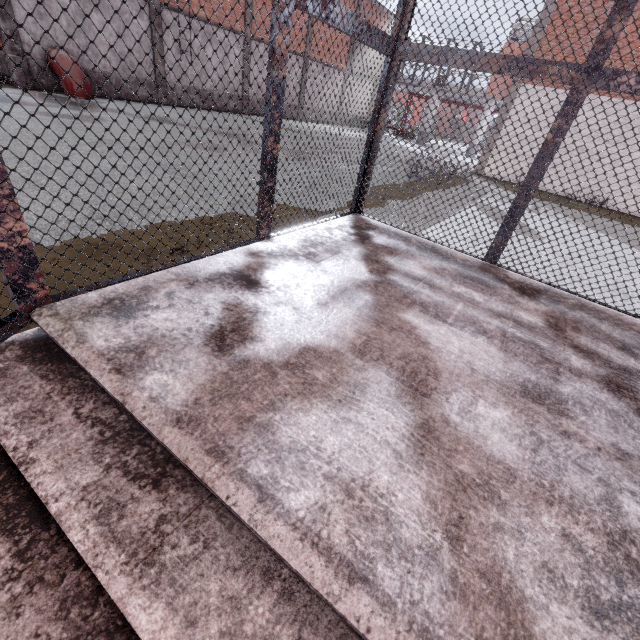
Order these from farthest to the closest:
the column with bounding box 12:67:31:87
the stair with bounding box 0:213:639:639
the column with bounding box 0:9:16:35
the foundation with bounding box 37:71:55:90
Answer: the foundation with bounding box 37:71:55:90 < the column with bounding box 12:67:31:87 < the column with bounding box 0:9:16:35 < the stair with bounding box 0:213:639:639

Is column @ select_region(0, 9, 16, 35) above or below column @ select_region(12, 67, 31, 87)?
above

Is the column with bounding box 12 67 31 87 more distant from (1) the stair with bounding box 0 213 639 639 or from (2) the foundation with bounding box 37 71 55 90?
(1) the stair with bounding box 0 213 639 639

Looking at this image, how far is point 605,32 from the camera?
2.1m

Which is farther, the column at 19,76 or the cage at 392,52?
the column at 19,76

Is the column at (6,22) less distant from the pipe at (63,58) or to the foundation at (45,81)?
the foundation at (45,81)

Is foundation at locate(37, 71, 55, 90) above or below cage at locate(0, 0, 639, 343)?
below

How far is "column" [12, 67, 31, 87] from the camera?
12.4m
